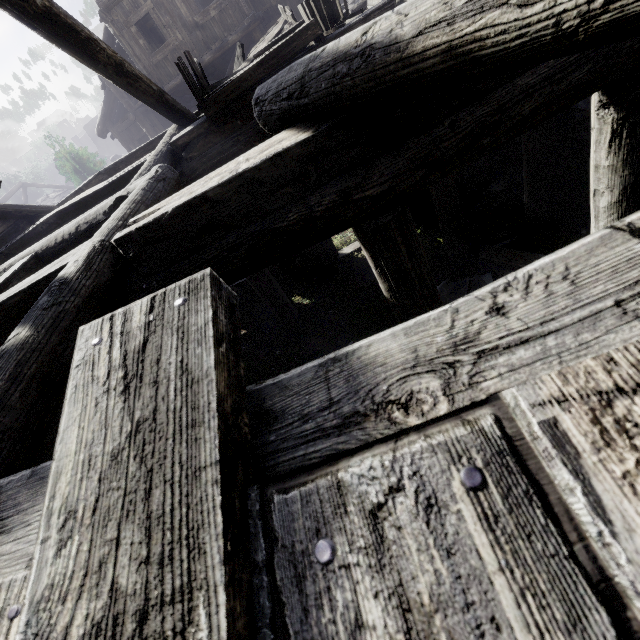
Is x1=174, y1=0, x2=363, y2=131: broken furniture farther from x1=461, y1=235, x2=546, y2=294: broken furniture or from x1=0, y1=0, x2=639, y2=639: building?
x1=461, y1=235, x2=546, y2=294: broken furniture

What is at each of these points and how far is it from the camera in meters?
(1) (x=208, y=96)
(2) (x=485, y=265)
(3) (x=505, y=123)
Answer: (1) broken furniture, 5.6
(2) broken furniture, 8.1
(3) building, 2.5

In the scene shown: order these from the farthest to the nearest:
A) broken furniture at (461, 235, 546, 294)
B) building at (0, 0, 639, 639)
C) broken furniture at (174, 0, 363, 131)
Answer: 1. broken furniture at (461, 235, 546, 294)
2. broken furniture at (174, 0, 363, 131)
3. building at (0, 0, 639, 639)

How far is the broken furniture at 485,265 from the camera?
7.12m

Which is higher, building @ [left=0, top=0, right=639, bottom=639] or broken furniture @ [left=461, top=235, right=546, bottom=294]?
building @ [left=0, top=0, right=639, bottom=639]

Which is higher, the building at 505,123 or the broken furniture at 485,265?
the building at 505,123

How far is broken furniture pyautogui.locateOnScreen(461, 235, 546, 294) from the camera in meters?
7.1 m
